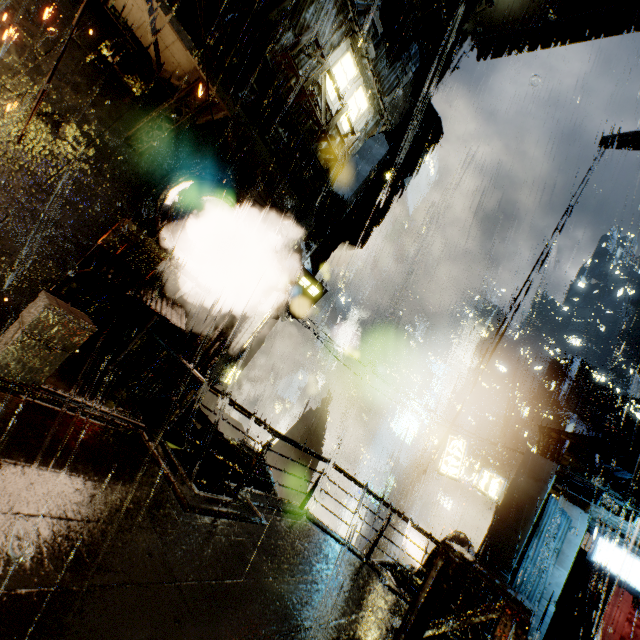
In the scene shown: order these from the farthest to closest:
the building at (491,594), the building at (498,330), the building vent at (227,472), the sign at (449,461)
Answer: the sign at (449,461) < the building at (498,330) < the building vent at (227,472) < the building at (491,594)

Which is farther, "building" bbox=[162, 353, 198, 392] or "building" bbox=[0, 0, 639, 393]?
"building" bbox=[162, 353, 198, 392]

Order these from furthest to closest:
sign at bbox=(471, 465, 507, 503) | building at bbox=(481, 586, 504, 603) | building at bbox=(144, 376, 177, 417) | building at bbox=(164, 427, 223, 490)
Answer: sign at bbox=(471, 465, 507, 503), building at bbox=(481, 586, 504, 603), building at bbox=(144, 376, 177, 417), building at bbox=(164, 427, 223, 490)

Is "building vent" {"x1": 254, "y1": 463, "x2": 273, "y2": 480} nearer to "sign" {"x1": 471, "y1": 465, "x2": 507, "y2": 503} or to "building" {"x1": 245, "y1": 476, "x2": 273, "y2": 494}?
"building" {"x1": 245, "y1": 476, "x2": 273, "y2": 494}

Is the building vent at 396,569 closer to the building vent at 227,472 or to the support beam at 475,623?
the building vent at 227,472

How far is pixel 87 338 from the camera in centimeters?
582cm

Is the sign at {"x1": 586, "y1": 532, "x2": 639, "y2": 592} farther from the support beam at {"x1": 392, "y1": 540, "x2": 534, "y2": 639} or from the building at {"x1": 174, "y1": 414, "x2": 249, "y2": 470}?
the support beam at {"x1": 392, "y1": 540, "x2": 534, "y2": 639}

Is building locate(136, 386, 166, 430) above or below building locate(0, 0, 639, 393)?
below
